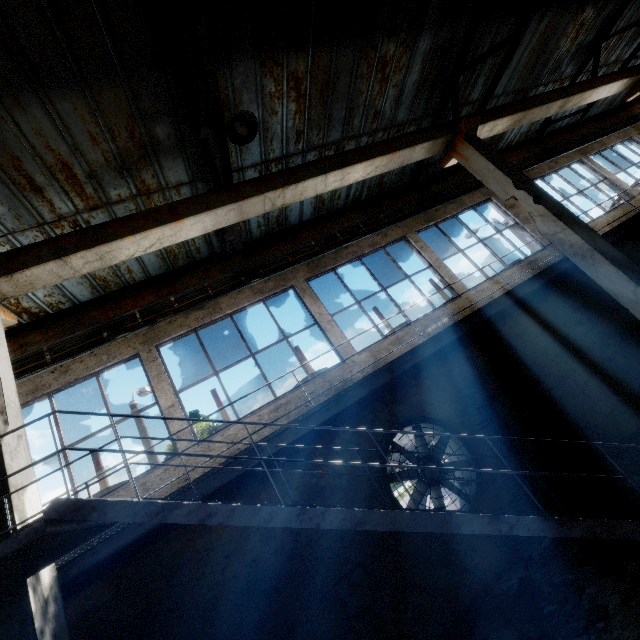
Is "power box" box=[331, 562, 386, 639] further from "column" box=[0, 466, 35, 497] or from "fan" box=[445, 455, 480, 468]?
"column" box=[0, 466, 35, 497]

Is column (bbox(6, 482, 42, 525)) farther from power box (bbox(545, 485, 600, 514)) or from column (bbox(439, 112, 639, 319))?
column (bbox(439, 112, 639, 319))

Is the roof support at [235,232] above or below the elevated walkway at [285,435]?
above

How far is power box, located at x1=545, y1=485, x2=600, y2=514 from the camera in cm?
631

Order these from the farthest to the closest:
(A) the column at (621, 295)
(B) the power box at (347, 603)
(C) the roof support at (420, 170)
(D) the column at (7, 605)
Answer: (C) the roof support at (420, 170)
(A) the column at (621, 295)
(B) the power box at (347, 603)
(D) the column at (7, 605)

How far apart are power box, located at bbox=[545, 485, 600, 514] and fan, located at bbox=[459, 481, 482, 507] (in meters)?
0.52

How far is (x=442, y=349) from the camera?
7.0m

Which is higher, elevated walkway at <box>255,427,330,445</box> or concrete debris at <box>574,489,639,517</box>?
elevated walkway at <box>255,427,330,445</box>
